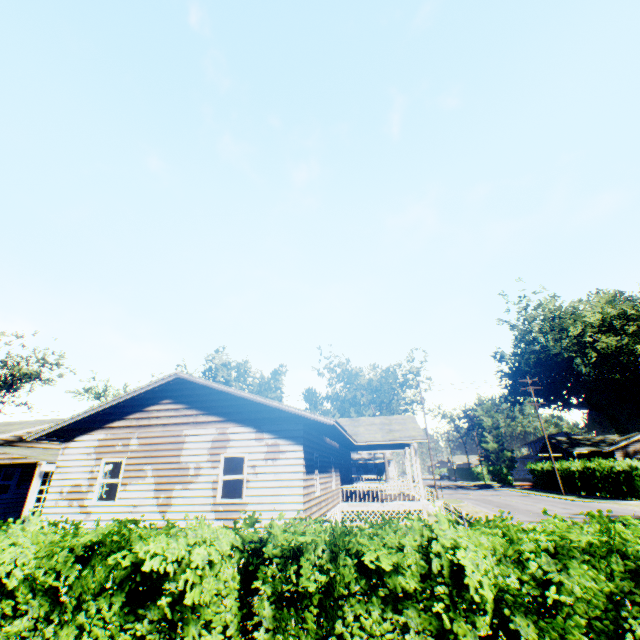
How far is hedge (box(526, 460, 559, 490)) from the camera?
37.2m

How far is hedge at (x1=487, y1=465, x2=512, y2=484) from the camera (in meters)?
53.38

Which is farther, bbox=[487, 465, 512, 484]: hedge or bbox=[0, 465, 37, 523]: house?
bbox=[487, 465, 512, 484]: hedge

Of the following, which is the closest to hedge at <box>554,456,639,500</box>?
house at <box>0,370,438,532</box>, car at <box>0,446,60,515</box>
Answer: house at <box>0,370,438,532</box>

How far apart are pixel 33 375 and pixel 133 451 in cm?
3855

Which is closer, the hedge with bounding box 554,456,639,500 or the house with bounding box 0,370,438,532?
the house with bounding box 0,370,438,532

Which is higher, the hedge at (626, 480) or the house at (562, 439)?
the house at (562, 439)

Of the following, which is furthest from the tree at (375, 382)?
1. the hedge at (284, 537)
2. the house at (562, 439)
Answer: the hedge at (284, 537)
